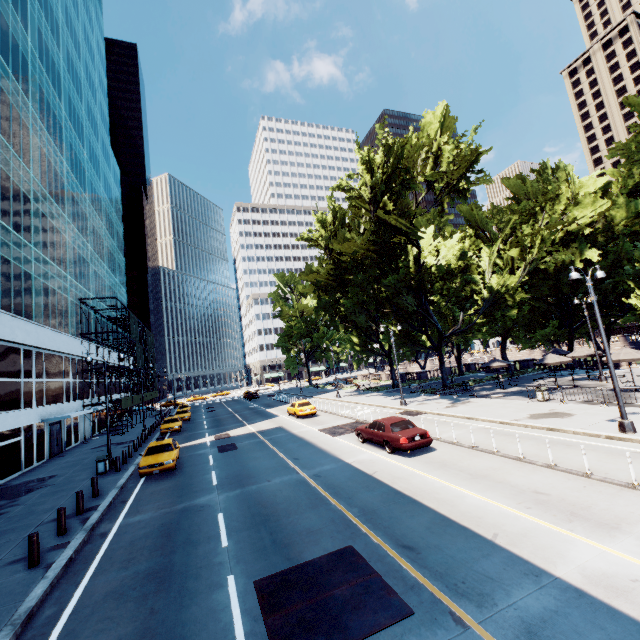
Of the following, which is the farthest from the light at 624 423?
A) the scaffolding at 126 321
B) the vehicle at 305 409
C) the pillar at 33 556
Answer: the scaffolding at 126 321

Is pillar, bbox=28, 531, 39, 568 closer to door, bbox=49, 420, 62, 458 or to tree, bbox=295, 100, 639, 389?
door, bbox=49, 420, 62, 458

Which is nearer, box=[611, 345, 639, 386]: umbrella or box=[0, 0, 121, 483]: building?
box=[611, 345, 639, 386]: umbrella

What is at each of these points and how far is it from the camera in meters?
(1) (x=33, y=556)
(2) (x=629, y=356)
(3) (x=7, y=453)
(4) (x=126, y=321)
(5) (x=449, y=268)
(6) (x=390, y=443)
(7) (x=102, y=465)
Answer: (1) pillar, 9.4
(2) umbrella, 21.6
(3) building, 21.2
(4) scaffolding, 42.2
(5) tree, 33.3
(6) vehicle, 15.7
(7) garbage can, 19.1

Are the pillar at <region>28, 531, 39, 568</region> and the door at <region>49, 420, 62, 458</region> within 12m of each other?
no

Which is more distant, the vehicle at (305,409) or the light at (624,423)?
the vehicle at (305,409)

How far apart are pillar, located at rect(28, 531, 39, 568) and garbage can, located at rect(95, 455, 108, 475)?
10.7 meters

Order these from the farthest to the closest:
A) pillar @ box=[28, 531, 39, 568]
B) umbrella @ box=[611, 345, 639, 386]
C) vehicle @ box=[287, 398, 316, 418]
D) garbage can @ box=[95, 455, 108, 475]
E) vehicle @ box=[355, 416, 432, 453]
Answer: vehicle @ box=[287, 398, 316, 418]
umbrella @ box=[611, 345, 639, 386]
garbage can @ box=[95, 455, 108, 475]
vehicle @ box=[355, 416, 432, 453]
pillar @ box=[28, 531, 39, 568]
